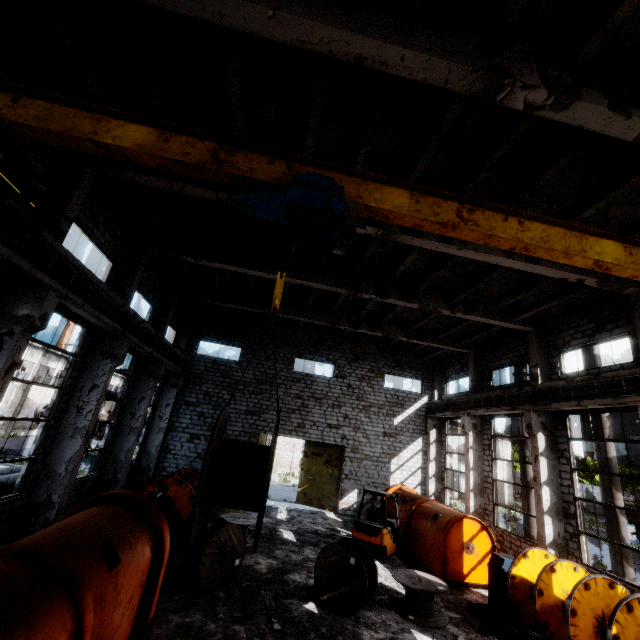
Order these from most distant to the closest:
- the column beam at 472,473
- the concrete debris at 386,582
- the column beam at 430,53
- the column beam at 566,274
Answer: the column beam at 472,473
the concrete debris at 386,582
the column beam at 566,274
the column beam at 430,53

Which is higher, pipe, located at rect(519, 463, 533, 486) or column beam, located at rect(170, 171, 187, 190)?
column beam, located at rect(170, 171, 187, 190)

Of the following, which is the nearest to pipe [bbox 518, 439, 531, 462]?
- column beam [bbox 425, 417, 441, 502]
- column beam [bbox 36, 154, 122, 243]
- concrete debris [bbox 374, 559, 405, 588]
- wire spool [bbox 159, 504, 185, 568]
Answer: column beam [bbox 36, 154, 122, 243]

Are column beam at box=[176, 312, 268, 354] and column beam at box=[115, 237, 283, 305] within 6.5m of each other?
no

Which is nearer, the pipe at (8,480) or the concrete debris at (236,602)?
the concrete debris at (236,602)

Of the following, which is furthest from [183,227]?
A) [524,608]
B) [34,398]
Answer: [34,398]

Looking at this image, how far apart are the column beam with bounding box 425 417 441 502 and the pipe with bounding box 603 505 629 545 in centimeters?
947cm

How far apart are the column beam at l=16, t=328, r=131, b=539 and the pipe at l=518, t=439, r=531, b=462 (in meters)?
17.50
